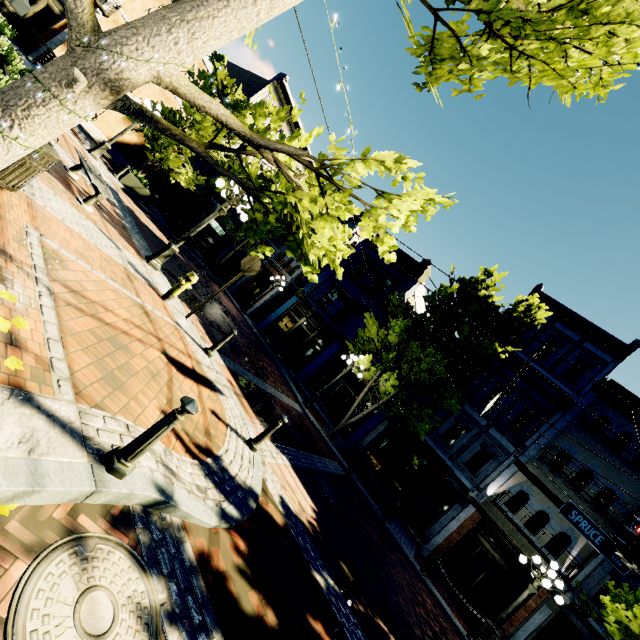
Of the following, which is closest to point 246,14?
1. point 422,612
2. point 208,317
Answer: point 208,317

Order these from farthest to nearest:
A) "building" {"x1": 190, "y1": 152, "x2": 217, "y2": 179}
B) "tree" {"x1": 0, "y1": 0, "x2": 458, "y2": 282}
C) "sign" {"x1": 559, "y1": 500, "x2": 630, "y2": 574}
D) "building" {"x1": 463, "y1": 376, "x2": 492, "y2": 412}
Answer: "building" {"x1": 190, "y1": 152, "x2": 217, "y2": 179}
"building" {"x1": 463, "y1": 376, "x2": 492, "y2": 412}
"sign" {"x1": 559, "y1": 500, "x2": 630, "y2": 574}
"tree" {"x1": 0, "y1": 0, "x2": 458, "y2": 282}

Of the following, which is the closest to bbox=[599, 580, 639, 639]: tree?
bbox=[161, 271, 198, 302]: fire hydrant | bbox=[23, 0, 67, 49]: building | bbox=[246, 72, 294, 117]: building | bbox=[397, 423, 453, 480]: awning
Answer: bbox=[397, 423, 453, 480]: awning

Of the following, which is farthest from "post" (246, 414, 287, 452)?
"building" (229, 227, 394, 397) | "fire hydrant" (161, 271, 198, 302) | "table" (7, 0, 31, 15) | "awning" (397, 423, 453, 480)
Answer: "building" (229, 227, 394, 397)

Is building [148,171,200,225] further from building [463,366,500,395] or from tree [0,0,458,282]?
tree [0,0,458,282]

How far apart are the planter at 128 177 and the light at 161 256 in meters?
8.8

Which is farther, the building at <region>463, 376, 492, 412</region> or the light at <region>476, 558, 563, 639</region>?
the building at <region>463, 376, 492, 412</region>

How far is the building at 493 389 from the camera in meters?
17.3
